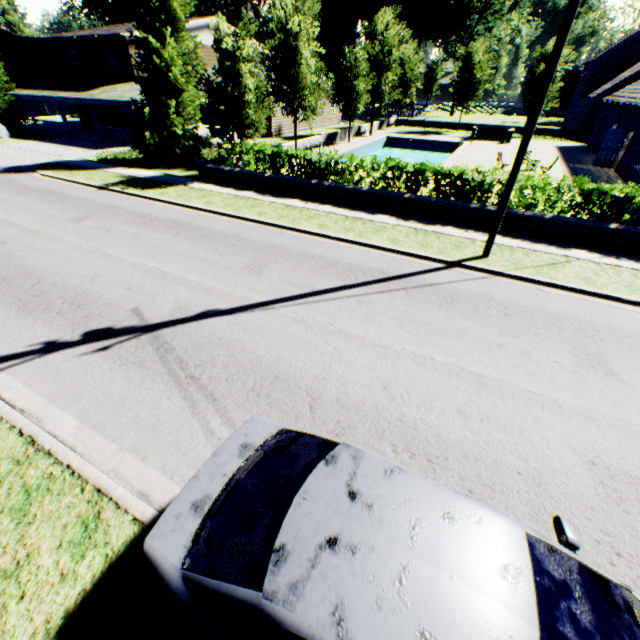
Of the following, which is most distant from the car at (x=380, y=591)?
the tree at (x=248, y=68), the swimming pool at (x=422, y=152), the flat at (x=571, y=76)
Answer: the flat at (x=571, y=76)

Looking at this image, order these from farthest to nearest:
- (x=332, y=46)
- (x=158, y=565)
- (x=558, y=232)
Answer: (x=332, y=46) < (x=558, y=232) < (x=158, y=565)

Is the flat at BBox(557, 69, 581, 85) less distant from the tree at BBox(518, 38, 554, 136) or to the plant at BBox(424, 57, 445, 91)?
the plant at BBox(424, 57, 445, 91)

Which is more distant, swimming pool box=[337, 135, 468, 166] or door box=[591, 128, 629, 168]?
swimming pool box=[337, 135, 468, 166]

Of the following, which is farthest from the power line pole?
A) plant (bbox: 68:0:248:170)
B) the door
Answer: the door

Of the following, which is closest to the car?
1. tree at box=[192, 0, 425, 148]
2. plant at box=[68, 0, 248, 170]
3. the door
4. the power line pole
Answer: tree at box=[192, 0, 425, 148]

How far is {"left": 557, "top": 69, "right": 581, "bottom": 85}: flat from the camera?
53.6m

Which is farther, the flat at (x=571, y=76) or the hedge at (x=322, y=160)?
the flat at (x=571, y=76)
